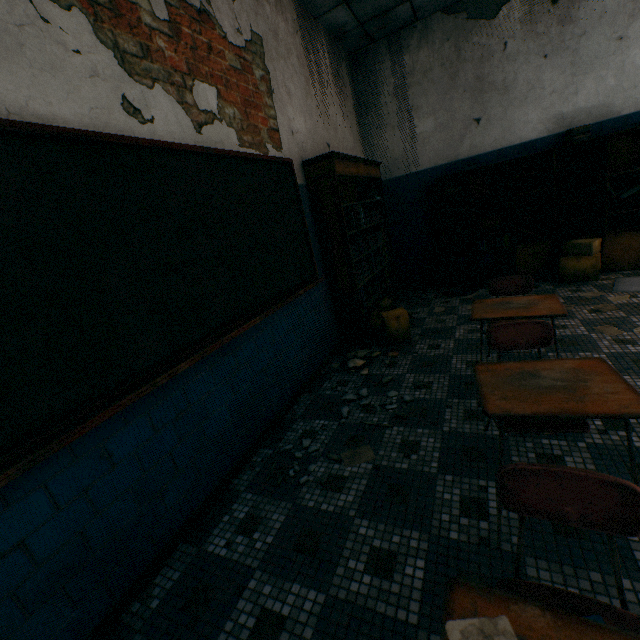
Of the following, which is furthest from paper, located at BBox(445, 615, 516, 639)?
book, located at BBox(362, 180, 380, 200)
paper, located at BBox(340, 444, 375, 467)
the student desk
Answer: book, located at BBox(362, 180, 380, 200)

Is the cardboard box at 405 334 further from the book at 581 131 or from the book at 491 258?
the book at 581 131

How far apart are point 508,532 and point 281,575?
1.12m

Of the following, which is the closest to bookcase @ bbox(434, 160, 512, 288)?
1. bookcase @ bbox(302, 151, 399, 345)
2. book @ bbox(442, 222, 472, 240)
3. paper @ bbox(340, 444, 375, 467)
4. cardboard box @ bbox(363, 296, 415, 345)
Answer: book @ bbox(442, 222, 472, 240)

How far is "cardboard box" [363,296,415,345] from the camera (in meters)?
3.77

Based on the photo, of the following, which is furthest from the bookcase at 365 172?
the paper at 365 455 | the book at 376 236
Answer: the paper at 365 455

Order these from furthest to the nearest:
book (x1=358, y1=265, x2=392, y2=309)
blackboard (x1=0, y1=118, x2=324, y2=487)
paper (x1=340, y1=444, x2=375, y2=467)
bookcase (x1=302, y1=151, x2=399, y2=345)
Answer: book (x1=358, y1=265, x2=392, y2=309)
bookcase (x1=302, y1=151, x2=399, y2=345)
paper (x1=340, y1=444, x2=375, y2=467)
blackboard (x1=0, y1=118, x2=324, y2=487)

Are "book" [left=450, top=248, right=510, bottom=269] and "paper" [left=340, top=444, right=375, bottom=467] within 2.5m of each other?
no
